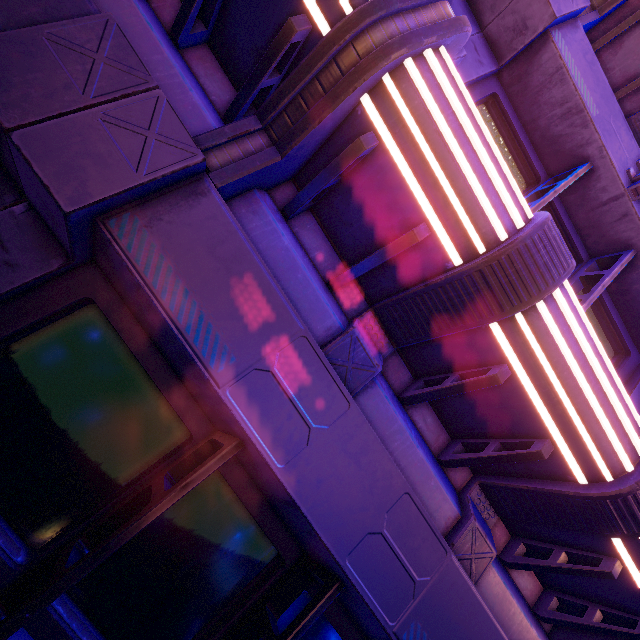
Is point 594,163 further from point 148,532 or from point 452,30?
point 148,532
